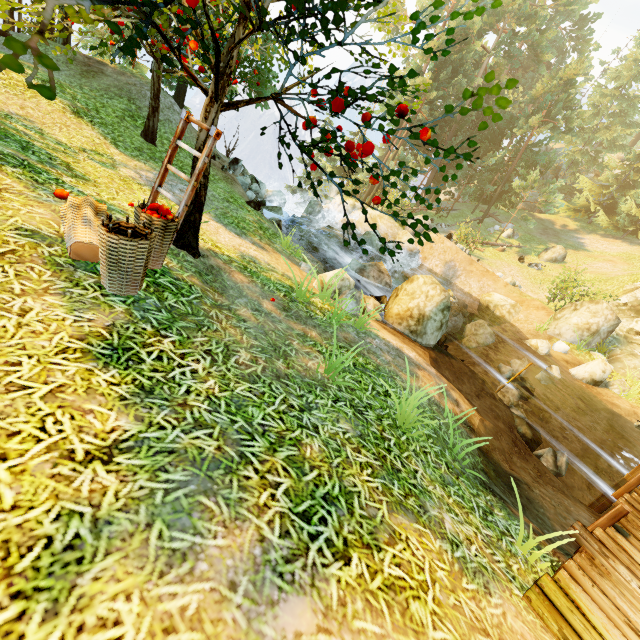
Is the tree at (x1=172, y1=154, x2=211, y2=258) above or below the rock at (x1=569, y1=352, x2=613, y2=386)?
above

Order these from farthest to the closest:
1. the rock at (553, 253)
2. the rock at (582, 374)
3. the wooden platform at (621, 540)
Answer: the rock at (553, 253) → the rock at (582, 374) → the wooden platform at (621, 540)

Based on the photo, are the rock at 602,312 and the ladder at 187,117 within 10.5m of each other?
no

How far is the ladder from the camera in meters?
4.2

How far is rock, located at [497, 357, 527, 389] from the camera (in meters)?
12.26

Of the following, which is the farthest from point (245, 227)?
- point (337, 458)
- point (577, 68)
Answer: point (577, 68)

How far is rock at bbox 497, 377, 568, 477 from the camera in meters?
8.4 m

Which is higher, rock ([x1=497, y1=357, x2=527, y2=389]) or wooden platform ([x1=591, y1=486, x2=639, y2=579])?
wooden platform ([x1=591, y1=486, x2=639, y2=579])
